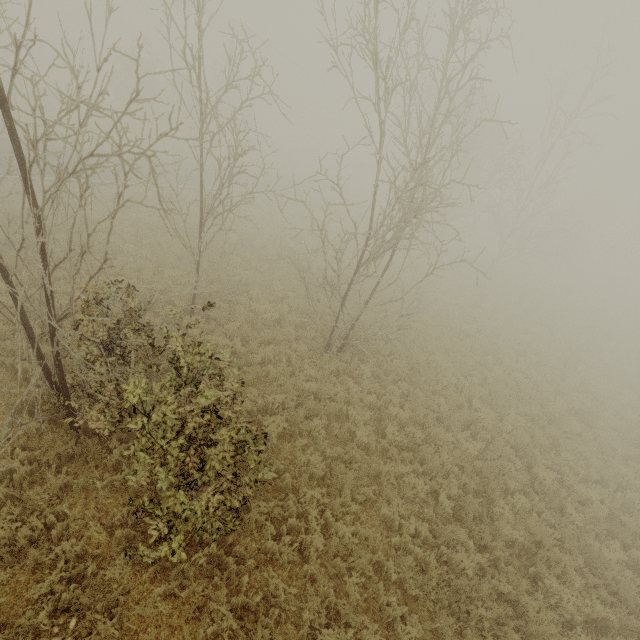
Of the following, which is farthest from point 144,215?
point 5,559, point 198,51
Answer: point 5,559
